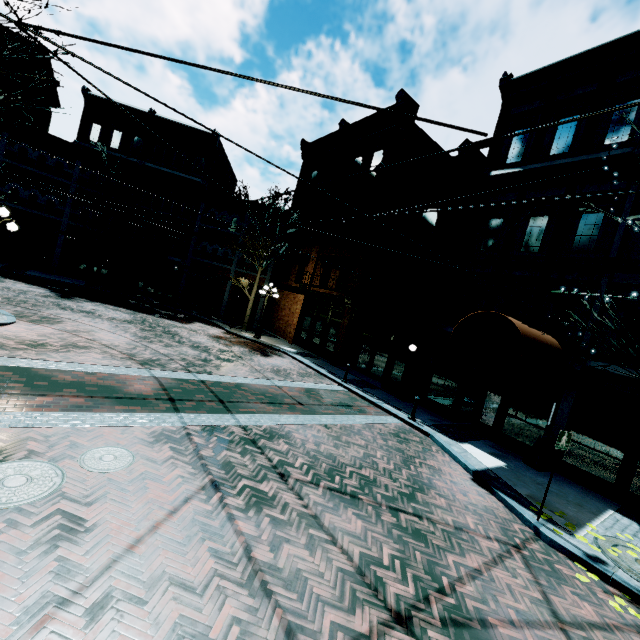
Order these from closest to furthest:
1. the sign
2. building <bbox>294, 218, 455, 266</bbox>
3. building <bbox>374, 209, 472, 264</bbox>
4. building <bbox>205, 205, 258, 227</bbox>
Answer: the sign → building <bbox>374, 209, 472, 264</bbox> → building <bbox>294, 218, 455, 266</bbox> → building <bbox>205, 205, 258, 227</bbox>

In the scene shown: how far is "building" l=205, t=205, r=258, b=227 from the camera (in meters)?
25.84

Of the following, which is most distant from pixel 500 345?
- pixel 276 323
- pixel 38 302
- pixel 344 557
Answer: pixel 38 302

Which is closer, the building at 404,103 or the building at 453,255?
the building at 453,255

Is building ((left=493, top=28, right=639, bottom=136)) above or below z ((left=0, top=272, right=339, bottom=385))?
above

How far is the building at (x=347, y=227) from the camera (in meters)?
15.17

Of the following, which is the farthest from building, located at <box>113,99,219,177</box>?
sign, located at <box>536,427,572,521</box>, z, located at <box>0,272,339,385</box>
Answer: sign, located at <box>536,427,572,521</box>
